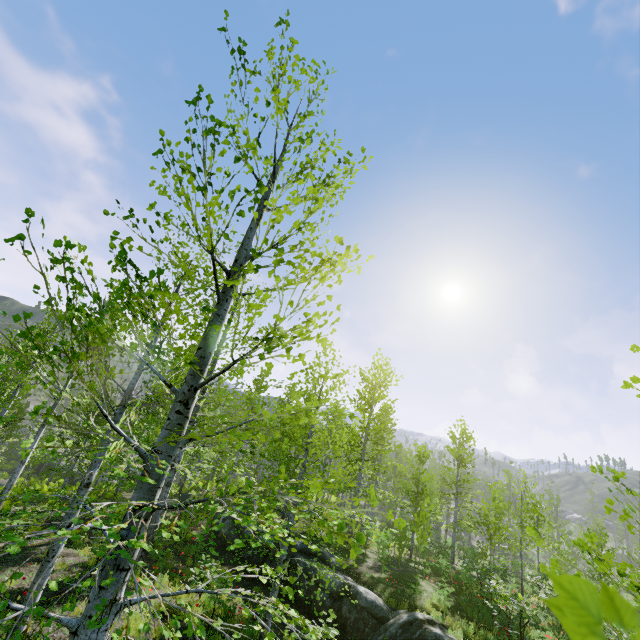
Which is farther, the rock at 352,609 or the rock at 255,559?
the rock at 255,559

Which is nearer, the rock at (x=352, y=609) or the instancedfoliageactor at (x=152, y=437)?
the instancedfoliageactor at (x=152, y=437)

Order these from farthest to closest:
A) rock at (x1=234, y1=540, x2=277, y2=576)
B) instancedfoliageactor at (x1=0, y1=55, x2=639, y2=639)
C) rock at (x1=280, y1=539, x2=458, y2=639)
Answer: rock at (x1=234, y1=540, x2=277, y2=576) → rock at (x1=280, y1=539, x2=458, y2=639) → instancedfoliageactor at (x1=0, y1=55, x2=639, y2=639)

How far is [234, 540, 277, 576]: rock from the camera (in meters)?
13.03

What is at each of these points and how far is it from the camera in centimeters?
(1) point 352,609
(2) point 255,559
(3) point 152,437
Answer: (1) rock, 1038cm
(2) rock, 1391cm
(3) instancedfoliageactor, 2297cm

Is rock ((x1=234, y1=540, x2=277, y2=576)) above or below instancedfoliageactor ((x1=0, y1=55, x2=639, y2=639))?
below

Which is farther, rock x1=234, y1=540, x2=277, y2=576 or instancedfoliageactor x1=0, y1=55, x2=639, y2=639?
rock x1=234, y1=540, x2=277, y2=576
